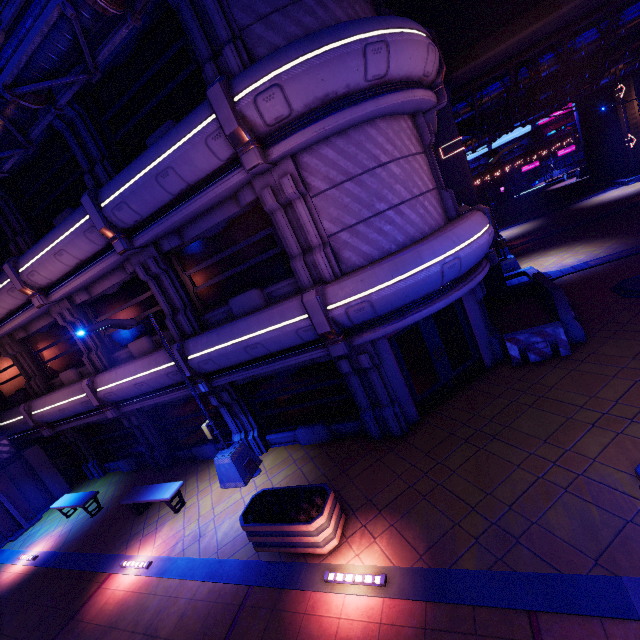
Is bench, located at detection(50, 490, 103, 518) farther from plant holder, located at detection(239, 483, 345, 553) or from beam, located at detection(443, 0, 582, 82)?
beam, located at detection(443, 0, 582, 82)

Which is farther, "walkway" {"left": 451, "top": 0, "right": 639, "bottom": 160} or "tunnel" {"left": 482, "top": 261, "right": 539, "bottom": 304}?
"tunnel" {"left": 482, "top": 261, "right": 539, "bottom": 304}

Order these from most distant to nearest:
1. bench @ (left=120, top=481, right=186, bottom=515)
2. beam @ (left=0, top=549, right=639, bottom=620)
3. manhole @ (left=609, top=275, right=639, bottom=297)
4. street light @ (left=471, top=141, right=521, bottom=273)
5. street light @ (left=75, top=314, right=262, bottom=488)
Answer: street light @ (left=471, top=141, right=521, bottom=273) → manhole @ (left=609, top=275, right=639, bottom=297) → bench @ (left=120, top=481, right=186, bottom=515) → street light @ (left=75, top=314, right=262, bottom=488) → beam @ (left=0, top=549, right=639, bottom=620)

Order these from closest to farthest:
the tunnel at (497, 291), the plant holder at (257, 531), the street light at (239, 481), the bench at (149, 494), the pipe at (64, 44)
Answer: the pipe at (64, 44) < the plant holder at (257, 531) < the street light at (239, 481) < the bench at (149, 494) < the tunnel at (497, 291)

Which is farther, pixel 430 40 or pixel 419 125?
pixel 419 125

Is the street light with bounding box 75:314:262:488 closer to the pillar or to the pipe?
the pipe

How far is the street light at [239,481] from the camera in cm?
827

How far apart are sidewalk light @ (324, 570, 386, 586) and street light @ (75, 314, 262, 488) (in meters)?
4.42
